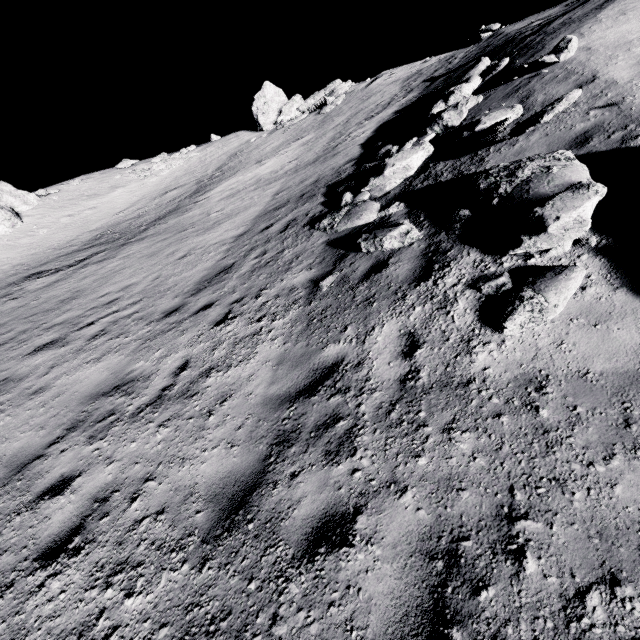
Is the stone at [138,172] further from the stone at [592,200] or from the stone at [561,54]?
the stone at [592,200]

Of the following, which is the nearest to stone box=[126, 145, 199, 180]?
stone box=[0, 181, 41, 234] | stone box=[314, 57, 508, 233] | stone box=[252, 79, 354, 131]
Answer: stone box=[0, 181, 41, 234]

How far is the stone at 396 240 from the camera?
5.9m

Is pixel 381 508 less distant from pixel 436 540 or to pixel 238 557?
pixel 436 540

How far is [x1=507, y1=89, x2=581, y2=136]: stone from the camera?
5.5m

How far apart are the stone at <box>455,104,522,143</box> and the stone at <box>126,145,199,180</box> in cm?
2925

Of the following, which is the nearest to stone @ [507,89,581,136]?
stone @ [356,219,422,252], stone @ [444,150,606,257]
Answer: stone @ [356,219,422,252]

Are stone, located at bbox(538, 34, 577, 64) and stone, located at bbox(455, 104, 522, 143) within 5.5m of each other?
yes
